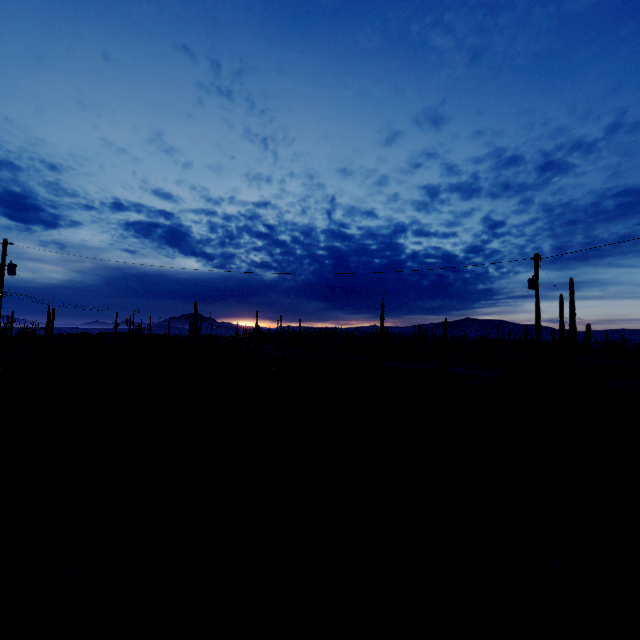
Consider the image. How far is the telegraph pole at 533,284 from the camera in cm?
1777

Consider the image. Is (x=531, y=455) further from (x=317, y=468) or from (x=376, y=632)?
(x=376, y=632)

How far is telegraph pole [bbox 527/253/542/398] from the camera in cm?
1777
